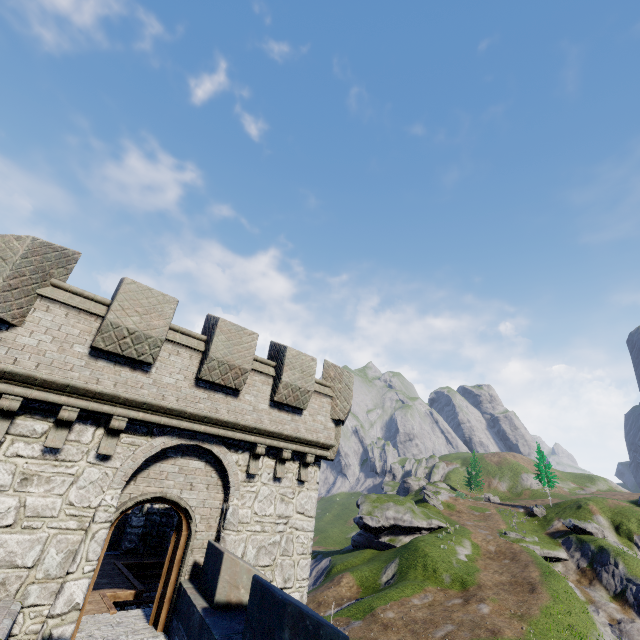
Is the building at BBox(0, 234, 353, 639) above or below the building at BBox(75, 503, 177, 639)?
above

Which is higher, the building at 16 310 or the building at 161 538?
the building at 16 310

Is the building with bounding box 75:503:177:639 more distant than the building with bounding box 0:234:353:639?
Yes

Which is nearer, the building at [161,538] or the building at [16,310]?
the building at [16,310]

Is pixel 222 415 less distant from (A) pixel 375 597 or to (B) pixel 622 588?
(A) pixel 375 597
